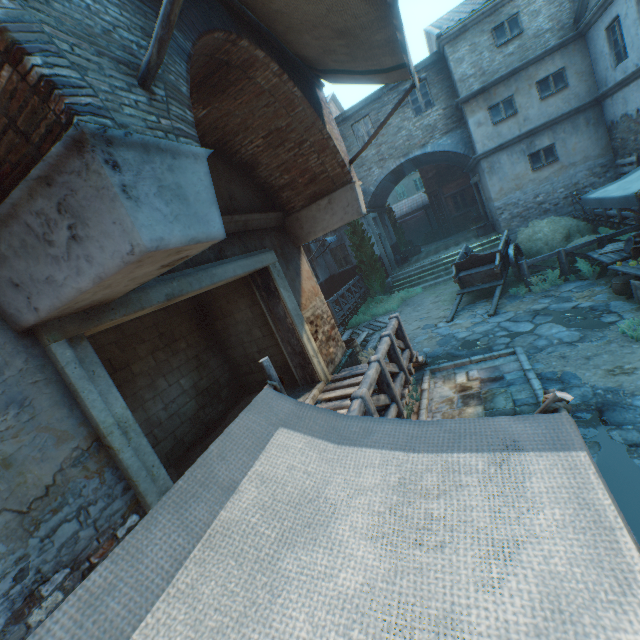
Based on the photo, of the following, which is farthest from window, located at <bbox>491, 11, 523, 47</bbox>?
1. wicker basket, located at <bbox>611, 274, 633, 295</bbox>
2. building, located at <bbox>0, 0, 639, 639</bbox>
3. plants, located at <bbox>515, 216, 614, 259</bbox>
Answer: wicker basket, located at <bbox>611, 274, 633, 295</bbox>

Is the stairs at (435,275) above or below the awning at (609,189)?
below

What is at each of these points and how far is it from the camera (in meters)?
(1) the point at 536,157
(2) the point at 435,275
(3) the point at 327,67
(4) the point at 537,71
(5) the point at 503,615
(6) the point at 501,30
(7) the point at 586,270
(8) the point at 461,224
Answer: (1) window, 14.04
(2) stairs, 16.66
(3) awning, 5.68
(4) building, 13.14
(5) awning, 0.89
(6) window, 13.09
(7) plants, 9.16
(8) building, 24.75

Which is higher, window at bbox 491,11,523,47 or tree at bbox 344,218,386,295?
window at bbox 491,11,523,47

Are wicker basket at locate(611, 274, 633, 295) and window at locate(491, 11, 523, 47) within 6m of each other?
no

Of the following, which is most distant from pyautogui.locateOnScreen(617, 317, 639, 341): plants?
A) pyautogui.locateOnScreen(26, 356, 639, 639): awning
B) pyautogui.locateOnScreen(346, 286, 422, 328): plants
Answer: pyautogui.locateOnScreen(346, 286, 422, 328): plants

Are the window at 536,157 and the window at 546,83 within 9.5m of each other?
yes

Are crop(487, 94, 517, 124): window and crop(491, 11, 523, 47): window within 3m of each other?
yes
